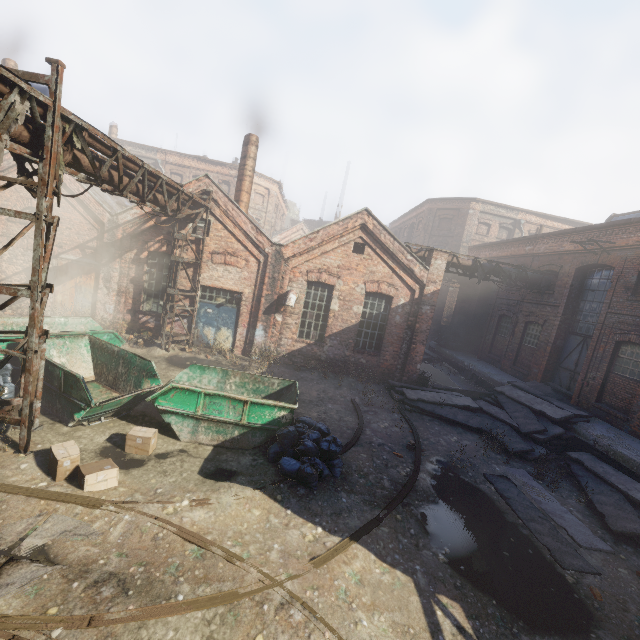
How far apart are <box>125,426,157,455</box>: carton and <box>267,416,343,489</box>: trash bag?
2.5 meters

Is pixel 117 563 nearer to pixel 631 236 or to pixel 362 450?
pixel 362 450

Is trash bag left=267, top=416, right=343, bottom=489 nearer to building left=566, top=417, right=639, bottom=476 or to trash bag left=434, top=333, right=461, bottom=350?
building left=566, top=417, right=639, bottom=476

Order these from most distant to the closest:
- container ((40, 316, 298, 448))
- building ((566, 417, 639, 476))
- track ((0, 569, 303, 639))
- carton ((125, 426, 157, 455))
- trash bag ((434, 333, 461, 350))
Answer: trash bag ((434, 333, 461, 350)) → building ((566, 417, 639, 476)) → container ((40, 316, 298, 448)) → carton ((125, 426, 157, 455)) → track ((0, 569, 303, 639))

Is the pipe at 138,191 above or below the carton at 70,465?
above

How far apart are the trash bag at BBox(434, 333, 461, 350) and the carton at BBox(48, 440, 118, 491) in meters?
21.2 m

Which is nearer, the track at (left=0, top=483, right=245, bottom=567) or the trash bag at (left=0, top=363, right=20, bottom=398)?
the track at (left=0, top=483, right=245, bottom=567)

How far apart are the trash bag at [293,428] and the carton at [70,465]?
3.0m
